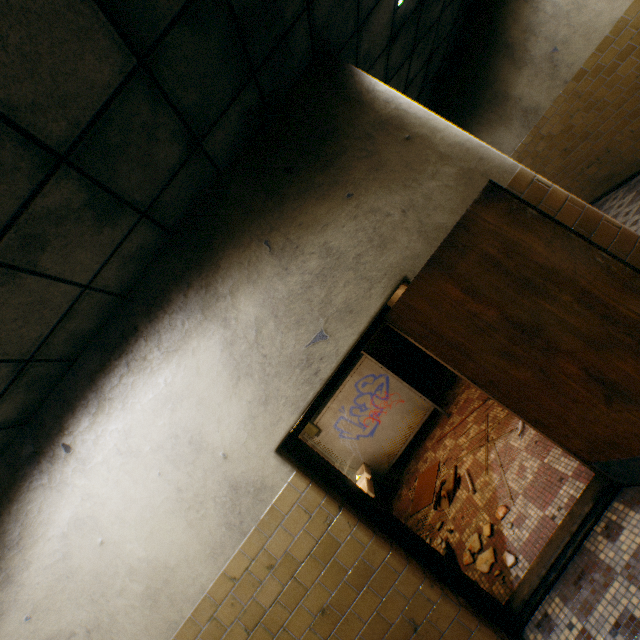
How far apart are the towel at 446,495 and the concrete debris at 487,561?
0.8 meters

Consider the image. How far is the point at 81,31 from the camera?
1.44m

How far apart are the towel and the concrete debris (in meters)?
0.76

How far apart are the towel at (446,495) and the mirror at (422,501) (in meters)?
0.13

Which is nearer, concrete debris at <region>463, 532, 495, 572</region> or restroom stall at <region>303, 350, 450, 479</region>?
concrete debris at <region>463, 532, 495, 572</region>

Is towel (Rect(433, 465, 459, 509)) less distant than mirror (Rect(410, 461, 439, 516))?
Yes

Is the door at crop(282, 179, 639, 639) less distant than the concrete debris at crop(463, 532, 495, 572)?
Yes

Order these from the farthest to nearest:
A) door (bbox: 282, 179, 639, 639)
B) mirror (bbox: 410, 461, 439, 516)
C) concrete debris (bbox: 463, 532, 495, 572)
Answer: mirror (bbox: 410, 461, 439, 516), concrete debris (bbox: 463, 532, 495, 572), door (bbox: 282, 179, 639, 639)
